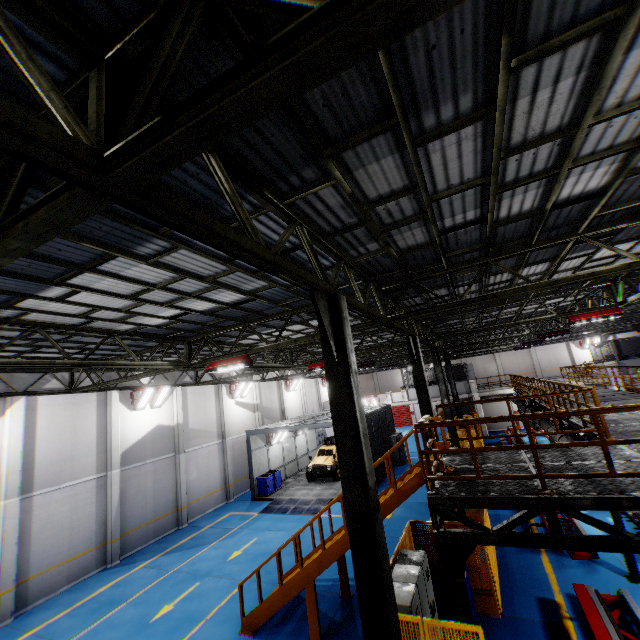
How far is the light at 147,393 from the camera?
17.36m

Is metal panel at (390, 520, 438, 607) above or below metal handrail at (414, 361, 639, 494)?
below

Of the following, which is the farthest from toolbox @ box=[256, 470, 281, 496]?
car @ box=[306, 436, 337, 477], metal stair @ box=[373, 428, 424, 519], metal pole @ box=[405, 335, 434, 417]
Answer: metal pole @ box=[405, 335, 434, 417]

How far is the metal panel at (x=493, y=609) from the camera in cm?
863

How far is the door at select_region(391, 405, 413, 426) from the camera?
44.4 meters

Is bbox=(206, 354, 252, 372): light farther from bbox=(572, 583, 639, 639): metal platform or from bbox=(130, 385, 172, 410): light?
bbox=(572, 583, 639, 639): metal platform

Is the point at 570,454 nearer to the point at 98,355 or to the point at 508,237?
the point at 508,237

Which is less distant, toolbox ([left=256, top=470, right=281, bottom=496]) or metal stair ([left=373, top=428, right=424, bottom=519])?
metal stair ([left=373, top=428, right=424, bottom=519])
